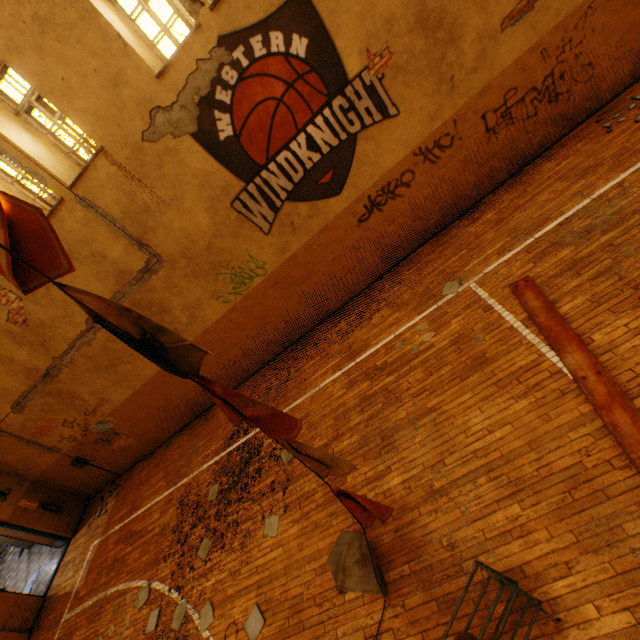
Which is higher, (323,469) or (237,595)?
(323,469)

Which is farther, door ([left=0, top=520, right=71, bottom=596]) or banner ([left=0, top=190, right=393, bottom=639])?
door ([left=0, top=520, right=71, bottom=596])

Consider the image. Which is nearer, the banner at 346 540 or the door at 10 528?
the banner at 346 540
